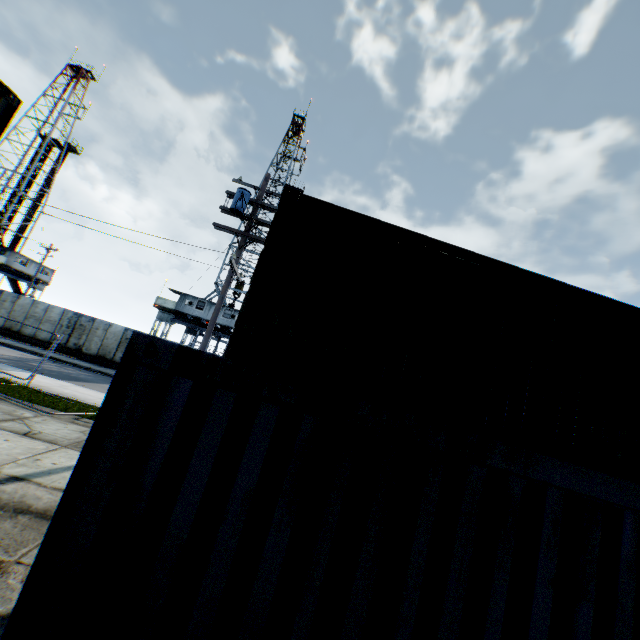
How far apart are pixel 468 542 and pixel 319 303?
3.57m

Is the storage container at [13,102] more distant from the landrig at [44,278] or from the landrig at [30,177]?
the landrig at [30,177]

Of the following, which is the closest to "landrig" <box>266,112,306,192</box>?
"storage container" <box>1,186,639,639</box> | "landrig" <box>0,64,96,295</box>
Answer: "landrig" <box>0,64,96,295</box>

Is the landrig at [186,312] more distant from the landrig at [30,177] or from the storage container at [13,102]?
the storage container at [13,102]

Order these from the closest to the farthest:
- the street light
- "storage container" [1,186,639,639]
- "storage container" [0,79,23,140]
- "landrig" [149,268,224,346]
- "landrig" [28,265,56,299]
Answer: "storage container" [1,186,639,639] < "storage container" [0,79,23,140] < the street light < "landrig" [149,268,224,346] < "landrig" [28,265,56,299]

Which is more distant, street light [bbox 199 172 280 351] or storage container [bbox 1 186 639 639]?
street light [bbox 199 172 280 351]

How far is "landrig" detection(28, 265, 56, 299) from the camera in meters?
40.8

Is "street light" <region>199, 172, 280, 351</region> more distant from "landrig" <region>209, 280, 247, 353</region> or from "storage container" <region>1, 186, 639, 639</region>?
"landrig" <region>209, 280, 247, 353</region>
